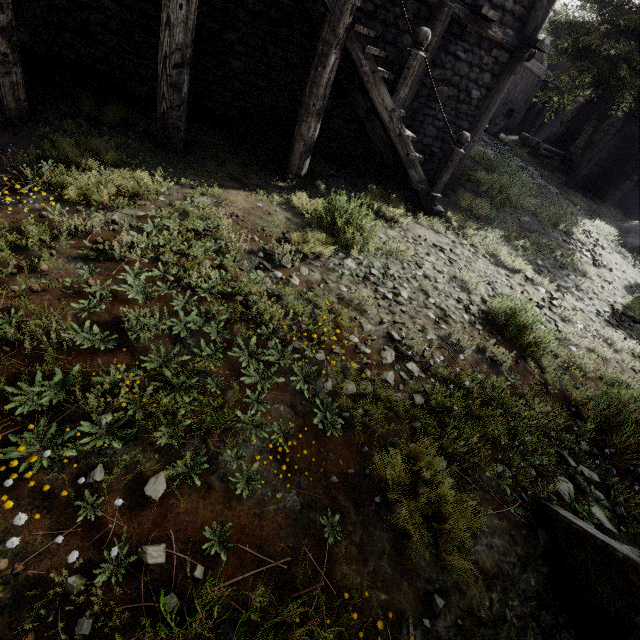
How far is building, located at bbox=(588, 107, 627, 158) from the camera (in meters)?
19.92

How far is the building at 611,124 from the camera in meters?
19.9 m

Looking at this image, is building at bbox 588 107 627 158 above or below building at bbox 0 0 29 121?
above

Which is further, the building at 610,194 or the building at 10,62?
the building at 610,194

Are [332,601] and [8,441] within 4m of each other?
yes

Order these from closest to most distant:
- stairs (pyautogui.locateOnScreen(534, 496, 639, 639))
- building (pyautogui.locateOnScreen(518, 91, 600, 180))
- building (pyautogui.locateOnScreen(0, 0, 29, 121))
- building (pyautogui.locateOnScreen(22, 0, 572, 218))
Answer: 1. stairs (pyautogui.locateOnScreen(534, 496, 639, 639))
2. building (pyautogui.locateOnScreen(0, 0, 29, 121))
3. building (pyautogui.locateOnScreen(22, 0, 572, 218))
4. building (pyautogui.locateOnScreen(518, 91, 600, 180))

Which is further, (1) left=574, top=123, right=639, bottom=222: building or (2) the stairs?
(1) left=574, top=123, right=639, bottom=222: building
